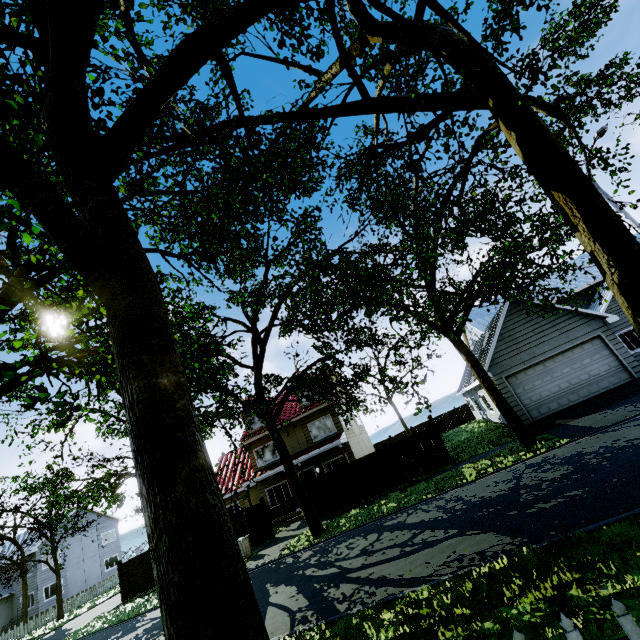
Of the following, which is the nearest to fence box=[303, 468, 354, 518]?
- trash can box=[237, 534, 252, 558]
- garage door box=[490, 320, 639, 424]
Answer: trash can box=[237, 534, 252, 558]

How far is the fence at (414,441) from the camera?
17.14m

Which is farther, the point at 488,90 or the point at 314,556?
the point at 314,556

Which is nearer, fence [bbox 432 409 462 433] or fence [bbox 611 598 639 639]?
fence [bbox 611 598 639 639]

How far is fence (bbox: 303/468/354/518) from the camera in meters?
18.0

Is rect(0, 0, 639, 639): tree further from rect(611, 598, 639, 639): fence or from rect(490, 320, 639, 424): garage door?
rect(490, 320, 639, 424): garage door

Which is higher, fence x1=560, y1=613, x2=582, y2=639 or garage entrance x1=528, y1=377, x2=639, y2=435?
fence x1=560, y1=613, x2=582, y2=639
